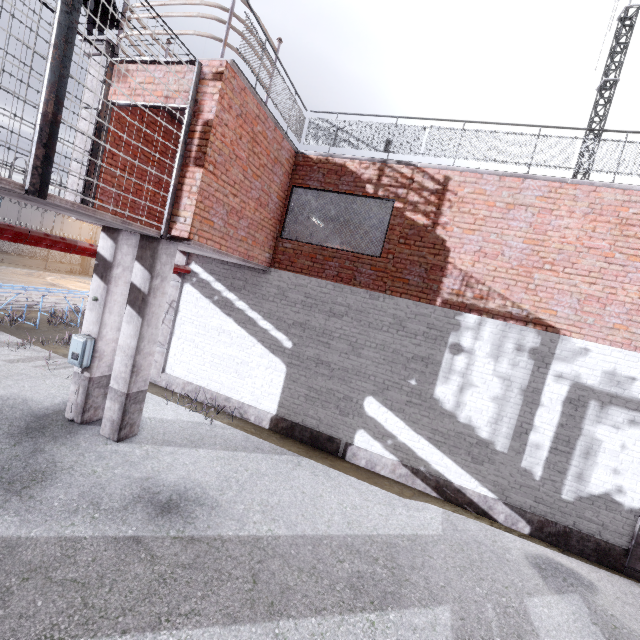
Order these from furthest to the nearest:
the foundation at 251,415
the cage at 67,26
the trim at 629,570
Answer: the foundation at 251,415 < the trim at 629,570 < the cage at 67,26

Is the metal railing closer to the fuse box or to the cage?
the cage

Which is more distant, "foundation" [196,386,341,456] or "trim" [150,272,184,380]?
"trim" [150,272,184,380]

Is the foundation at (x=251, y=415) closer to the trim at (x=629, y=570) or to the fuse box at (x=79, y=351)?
the trim at (x=629, y=570)

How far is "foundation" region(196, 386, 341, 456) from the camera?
7.9m

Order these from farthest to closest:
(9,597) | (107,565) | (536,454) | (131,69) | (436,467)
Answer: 1. (436,467)
2. (536,454)
3. (131,69)
4. (107,565)
5. (9,597)

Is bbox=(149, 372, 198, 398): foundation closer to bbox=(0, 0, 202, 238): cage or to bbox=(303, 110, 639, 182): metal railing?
bbox=(303, 110, 639, 182): metal railing

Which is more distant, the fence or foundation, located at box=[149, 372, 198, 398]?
the fence
